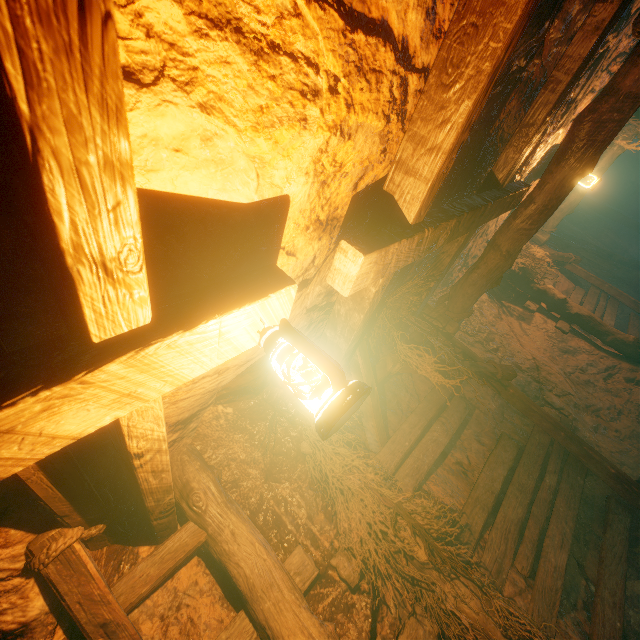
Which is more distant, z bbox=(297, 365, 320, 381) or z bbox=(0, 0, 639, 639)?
z bbox=(297, 365, 320, 381)

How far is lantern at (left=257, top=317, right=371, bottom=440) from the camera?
1.0m

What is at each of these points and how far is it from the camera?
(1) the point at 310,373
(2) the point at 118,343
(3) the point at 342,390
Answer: (1) z, 3.2m
(2) z, 0.9m
(3) lantern, 1.0m

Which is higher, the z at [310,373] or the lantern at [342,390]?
the z at [310,373]

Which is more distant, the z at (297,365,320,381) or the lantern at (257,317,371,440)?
the z at (297,365,320,381)

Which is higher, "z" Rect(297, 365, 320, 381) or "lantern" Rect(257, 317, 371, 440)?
"z" Rect(297, 365, 320, 381)

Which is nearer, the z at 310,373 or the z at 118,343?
the z at 118,343

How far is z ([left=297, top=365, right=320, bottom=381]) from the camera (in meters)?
3.13
